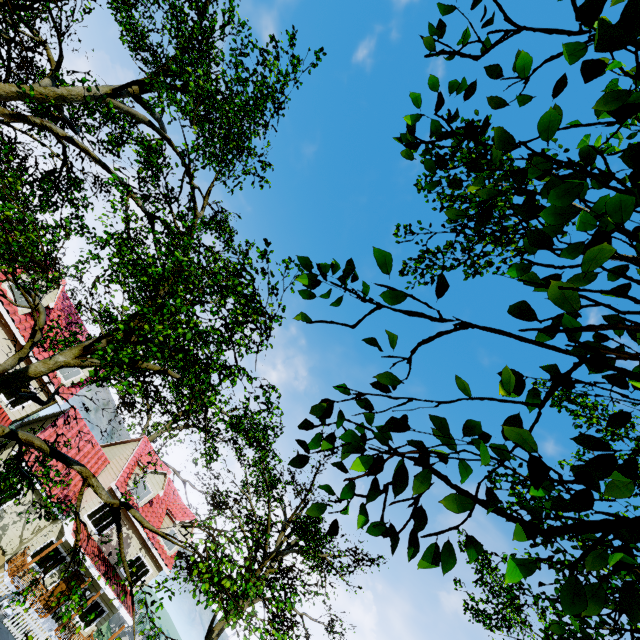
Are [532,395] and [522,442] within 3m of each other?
yes

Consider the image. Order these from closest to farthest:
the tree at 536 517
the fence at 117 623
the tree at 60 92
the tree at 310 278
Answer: the tree at 536 517 < the tree at 310 278 < the tree at 60 92 < the fence at 117 623

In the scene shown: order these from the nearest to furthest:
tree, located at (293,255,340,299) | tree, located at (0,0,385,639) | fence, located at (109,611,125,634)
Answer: tree, located at (293,255,340,299) < tree, located at (0,0,385,639) < fence, located at (109,611,125,634)

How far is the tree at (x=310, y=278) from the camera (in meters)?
1.52

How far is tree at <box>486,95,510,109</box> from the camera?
1.8 meters
